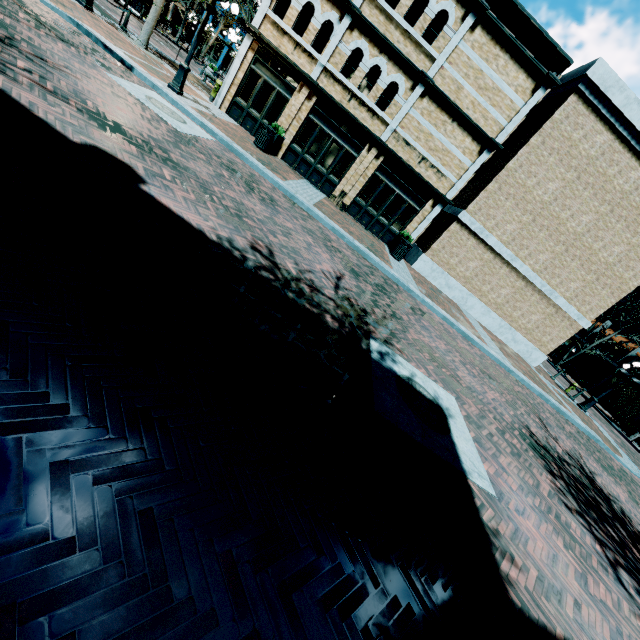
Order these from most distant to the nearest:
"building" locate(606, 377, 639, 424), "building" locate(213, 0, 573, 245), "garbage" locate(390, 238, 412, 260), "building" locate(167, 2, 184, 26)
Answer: "building" locate(167, 2, 184, 26), "building" locate(606, 377, 639, 424), "garbage" locate(390, 238, 412, 260), "building" locate(213, 0, 573, 245)

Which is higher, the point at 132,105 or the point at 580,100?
the point at 580,100

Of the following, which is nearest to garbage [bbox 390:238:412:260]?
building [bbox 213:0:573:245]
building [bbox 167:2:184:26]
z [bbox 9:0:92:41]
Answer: building [bbox 213:0:573:245]

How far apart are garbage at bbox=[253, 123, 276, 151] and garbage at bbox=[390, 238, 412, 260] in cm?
682

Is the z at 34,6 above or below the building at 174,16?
below

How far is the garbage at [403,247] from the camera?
14.04m

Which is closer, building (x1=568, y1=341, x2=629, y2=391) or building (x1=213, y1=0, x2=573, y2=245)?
building (x1=213, y1=0, x2=573, y2=245)

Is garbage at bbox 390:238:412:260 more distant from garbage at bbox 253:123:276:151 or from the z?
the z
